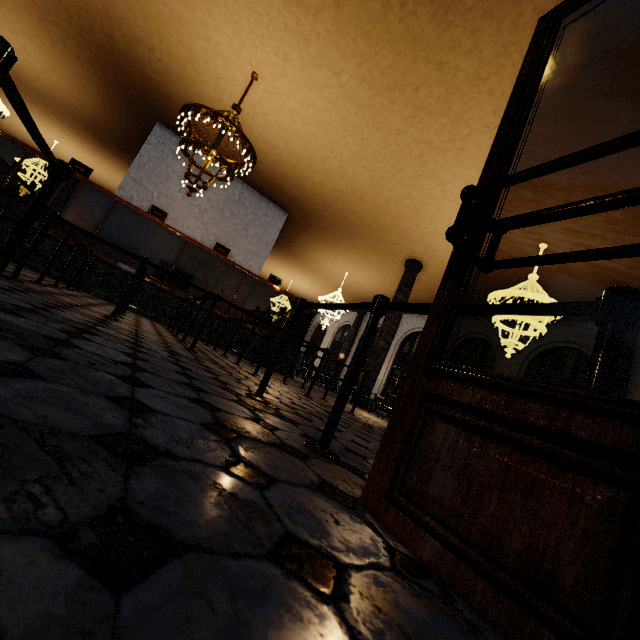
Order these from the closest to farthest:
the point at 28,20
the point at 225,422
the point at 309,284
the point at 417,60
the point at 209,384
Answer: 1. the point at 225,422
2. the point at 209,384
3. the point at 417,60
4. the point at 28,20
5. the point at 309,284
